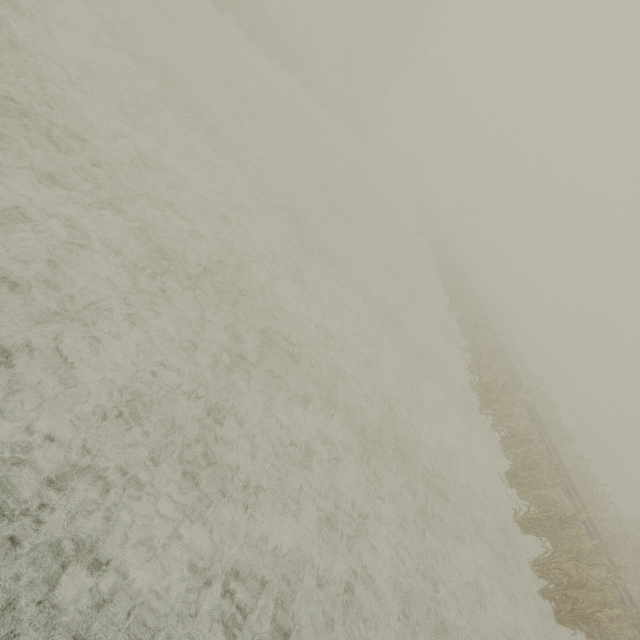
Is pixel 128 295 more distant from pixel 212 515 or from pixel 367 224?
pixel 367 224
